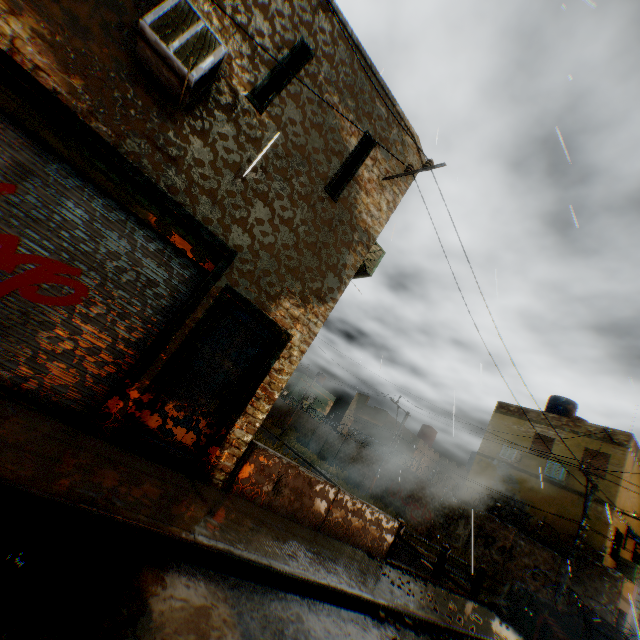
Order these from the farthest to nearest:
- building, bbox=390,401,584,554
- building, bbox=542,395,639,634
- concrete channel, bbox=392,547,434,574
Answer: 1. building, bbox=390,401,584,554
2. building, bbox=542,395,639,634
3. concrete channel, bbox=392,547,434,574

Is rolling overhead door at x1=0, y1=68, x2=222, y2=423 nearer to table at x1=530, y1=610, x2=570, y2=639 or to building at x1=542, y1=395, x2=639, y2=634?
building at x1=542, y1=395, x2=639, y2=634

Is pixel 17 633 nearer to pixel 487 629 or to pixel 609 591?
pixel 487 629

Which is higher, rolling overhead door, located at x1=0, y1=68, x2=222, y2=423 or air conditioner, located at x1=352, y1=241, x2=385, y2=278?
air conditioner, located at x1=352, y1=241, x2=385, y2=278

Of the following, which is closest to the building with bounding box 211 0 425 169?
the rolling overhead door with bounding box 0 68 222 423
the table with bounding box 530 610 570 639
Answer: the rolling overhead door with bounding box 0 68 222 423

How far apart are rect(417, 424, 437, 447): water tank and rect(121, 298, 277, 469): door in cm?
3008

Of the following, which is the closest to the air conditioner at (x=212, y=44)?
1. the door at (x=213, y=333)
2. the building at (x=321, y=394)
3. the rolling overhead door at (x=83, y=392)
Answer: the rolling overhead door at (x=83, y=392)

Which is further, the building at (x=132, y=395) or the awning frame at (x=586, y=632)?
the awning frame at (x=586, y=632)
